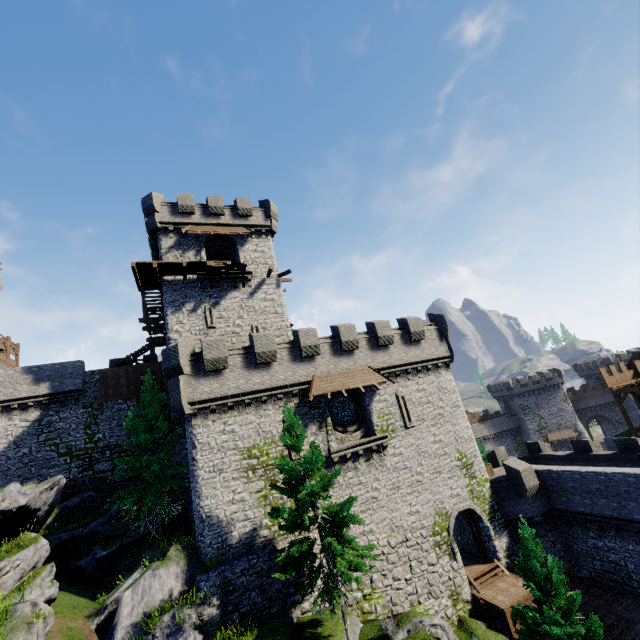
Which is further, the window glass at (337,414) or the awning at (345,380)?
the window glass at (337,414)

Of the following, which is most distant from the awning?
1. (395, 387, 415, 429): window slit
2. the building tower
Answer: (395, 387, 415, 429): window slit

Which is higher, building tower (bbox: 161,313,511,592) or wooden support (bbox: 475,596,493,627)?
building tower (bbox: 161,313,511,592)

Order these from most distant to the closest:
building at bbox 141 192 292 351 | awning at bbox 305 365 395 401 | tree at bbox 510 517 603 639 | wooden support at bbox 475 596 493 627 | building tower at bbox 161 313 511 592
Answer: building at bbox 141 192 292 351
awning at bbox 305 365 395 401
wooden support at bbox 475 596 493 627
building tower at bbox 161 313 511 592
tree at bbox 510 517 603 639

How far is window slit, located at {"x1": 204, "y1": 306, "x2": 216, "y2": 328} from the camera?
25.52m

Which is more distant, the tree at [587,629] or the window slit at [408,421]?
the window slit at [408,421]

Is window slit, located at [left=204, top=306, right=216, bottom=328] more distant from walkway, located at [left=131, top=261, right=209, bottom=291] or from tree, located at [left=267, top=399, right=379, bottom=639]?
tree, located at [left=267, top=399, right=379, bottom=639]

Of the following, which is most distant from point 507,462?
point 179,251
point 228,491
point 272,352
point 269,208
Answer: point 179,251
